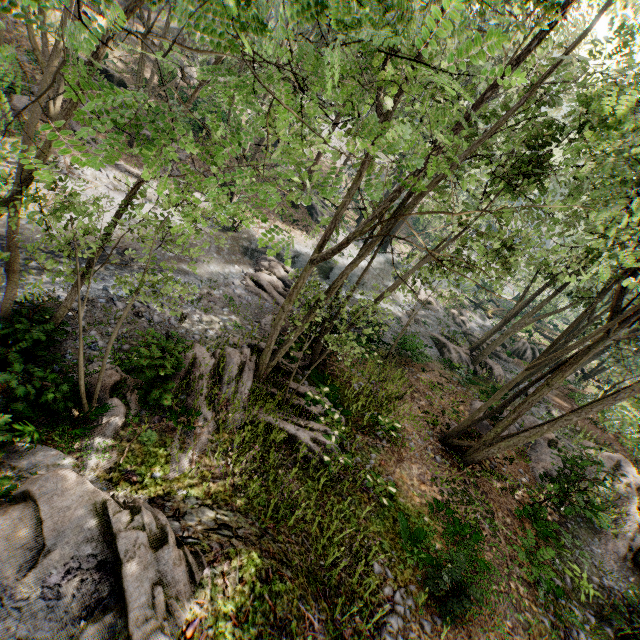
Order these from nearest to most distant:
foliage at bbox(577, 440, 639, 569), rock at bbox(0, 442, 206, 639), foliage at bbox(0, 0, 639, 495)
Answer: foliage at bbox(0, 0, 639, 495), rock at bbox(0, 442, 206, 639), foliage at bbox(577, 440, 639, 569)

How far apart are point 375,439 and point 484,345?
18.9m

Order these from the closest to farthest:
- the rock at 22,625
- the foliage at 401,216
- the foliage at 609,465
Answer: the foliage at 401,216 < the rock at 22,625 < the foliage at 609,465

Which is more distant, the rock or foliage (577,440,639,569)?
foliage (577,440,639,569)

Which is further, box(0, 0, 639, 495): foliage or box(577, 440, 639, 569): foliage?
box(577, 440, 639, 569): foliage

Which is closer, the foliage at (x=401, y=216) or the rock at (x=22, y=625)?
the foliage at (x=401, y=216)
